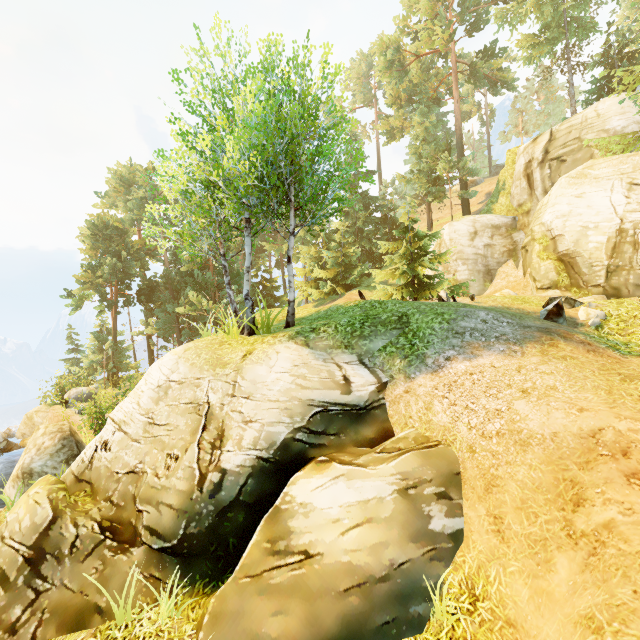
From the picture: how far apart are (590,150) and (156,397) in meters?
26.0

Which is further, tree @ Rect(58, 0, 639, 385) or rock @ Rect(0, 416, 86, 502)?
rock @ Rect(0, 416, 86, 502)

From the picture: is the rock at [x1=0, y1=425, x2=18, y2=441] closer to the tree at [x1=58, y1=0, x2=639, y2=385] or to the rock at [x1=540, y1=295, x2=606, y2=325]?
the tree at [x1=58, y1=0, x2=639, y2=385]

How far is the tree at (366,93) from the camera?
57.4m

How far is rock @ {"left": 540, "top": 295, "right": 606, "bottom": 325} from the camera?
9.0 meters

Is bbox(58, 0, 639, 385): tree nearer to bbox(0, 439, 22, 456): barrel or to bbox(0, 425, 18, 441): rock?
bbox(0, 425, 18, 441): rock

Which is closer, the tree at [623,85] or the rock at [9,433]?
the tree at [623,85]

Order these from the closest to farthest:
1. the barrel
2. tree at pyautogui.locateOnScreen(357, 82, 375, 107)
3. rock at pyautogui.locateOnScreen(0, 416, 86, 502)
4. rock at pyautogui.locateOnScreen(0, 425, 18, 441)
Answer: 1. rock at pyautogui.locateOnScreen(0, 416, 86, 502)
2. the barrel
3. rock at pyautogui.locateOnScreen(0, 425, 18, 441)
4. tree at pyautogui.locateOnScreen(357, 82, 375, 107)
